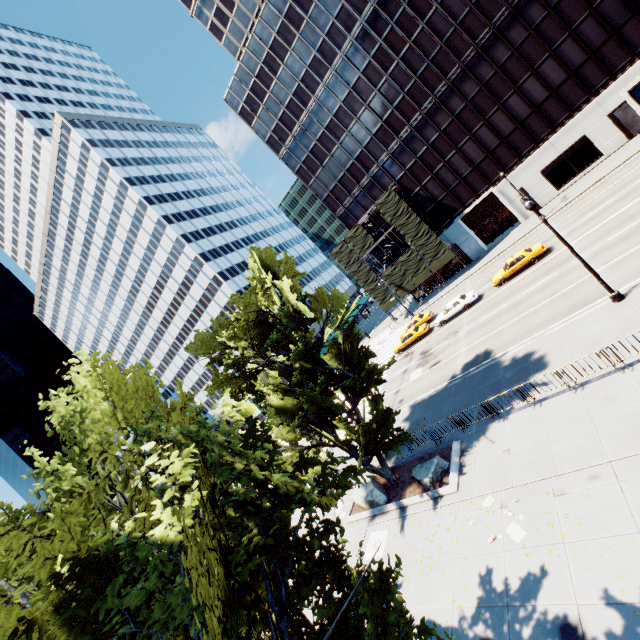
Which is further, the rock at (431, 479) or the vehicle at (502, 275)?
the vehicle at (502, 275)

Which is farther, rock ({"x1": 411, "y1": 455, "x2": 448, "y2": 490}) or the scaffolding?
the scaffolding

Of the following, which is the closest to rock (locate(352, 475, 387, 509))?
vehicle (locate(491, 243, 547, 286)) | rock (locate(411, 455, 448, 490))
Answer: rock (locate(411, 455, 448, 490))

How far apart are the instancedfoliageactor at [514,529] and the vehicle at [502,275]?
23.93m

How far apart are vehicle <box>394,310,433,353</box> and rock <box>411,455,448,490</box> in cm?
1989

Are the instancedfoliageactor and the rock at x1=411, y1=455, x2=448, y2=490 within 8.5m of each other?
yes

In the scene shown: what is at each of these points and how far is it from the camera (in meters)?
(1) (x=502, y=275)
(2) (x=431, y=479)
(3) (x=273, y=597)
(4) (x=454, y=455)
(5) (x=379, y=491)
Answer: (1) vehicle, 30.16
(2) rock, 15.98
(3) tree, 5.12
(4) planter, 16.47
(5) rock, 18.38

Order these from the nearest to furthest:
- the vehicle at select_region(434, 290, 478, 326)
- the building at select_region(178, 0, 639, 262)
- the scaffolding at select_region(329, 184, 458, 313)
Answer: the vehicle at select_region(434, 290, 478, 326), the building at select_region(178, 0, 639, 262), the scaffolding at select_region(329, 184, 458, 313)
